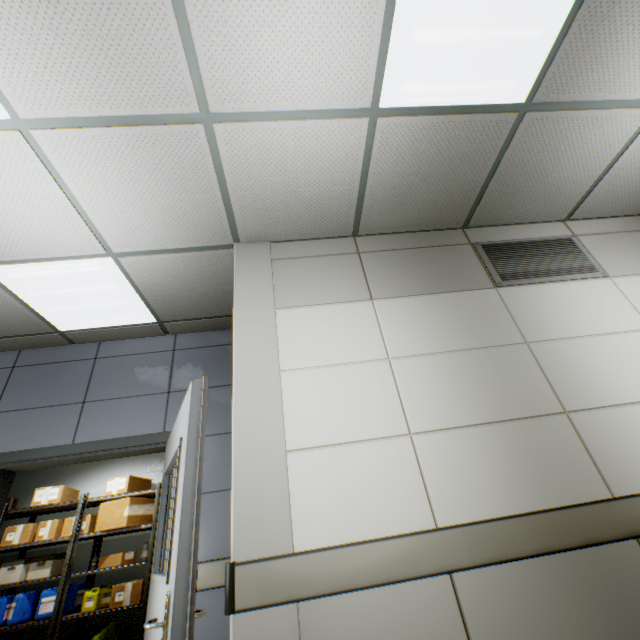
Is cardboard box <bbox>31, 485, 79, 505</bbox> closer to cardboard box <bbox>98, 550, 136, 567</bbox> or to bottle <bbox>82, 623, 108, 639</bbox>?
cardboard box <bbox>98, 550, 136, 567</bbox>

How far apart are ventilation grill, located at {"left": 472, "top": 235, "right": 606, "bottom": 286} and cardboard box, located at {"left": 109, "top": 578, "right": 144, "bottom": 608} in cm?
627

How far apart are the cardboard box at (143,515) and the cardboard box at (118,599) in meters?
0.7

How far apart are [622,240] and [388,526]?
3.2 meters

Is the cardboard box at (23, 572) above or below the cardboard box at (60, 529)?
below

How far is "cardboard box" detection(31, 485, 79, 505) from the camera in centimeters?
526cm

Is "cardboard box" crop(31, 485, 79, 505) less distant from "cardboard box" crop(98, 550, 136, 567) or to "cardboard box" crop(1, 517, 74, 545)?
"cardboard box" crop(1, 517, 74, 545)

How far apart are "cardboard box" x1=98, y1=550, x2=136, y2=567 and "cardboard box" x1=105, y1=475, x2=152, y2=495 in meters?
0.9 m
